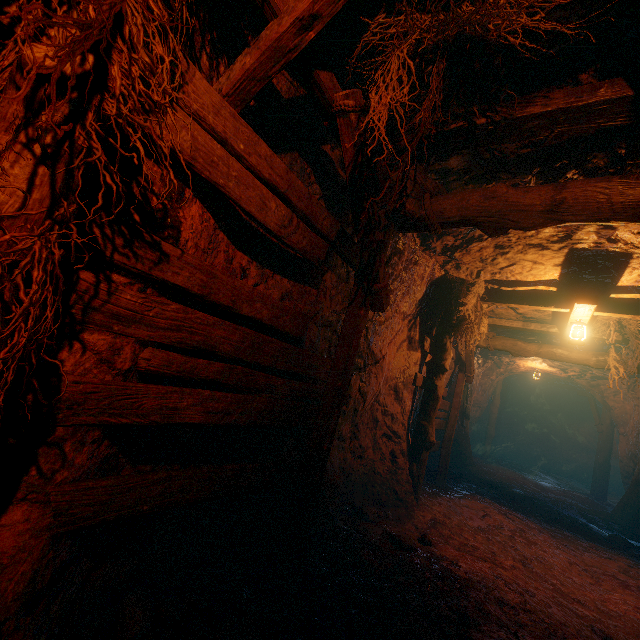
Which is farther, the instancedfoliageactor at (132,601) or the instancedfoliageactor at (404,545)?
the instancedfoliageactor at (404,545)

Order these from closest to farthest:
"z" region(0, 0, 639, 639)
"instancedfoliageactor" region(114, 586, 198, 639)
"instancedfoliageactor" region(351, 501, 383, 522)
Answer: "z" region(0, 0, 639, 639), "instancedfoliageactor" region(114, 586, 198, 639), "instancedfoliageactor" region(351, 501, 383, 522)

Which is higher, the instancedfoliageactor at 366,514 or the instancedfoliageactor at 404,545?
the instancedfoliageactor at 404,545

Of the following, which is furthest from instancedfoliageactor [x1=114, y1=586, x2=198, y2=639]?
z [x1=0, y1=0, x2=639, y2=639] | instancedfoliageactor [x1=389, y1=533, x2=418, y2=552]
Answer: instancedfoliageactor [x1=389, y1=533, x2=418, y2=552]

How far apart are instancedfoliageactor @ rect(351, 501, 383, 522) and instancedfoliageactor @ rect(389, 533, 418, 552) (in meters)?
0.61

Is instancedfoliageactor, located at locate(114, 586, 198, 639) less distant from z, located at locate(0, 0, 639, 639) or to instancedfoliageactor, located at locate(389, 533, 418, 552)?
z, located at locate(0, 0, 639, 639)

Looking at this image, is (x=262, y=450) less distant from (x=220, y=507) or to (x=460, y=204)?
(x=220, y=507)
